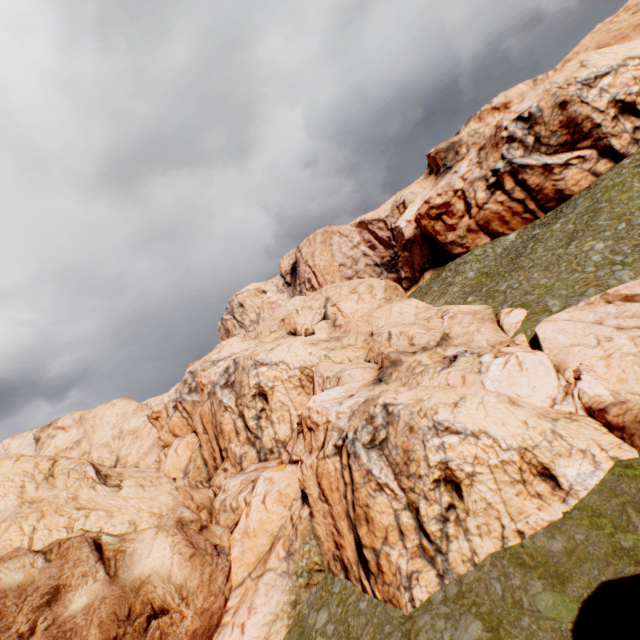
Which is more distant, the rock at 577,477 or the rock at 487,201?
the rock at 487,201

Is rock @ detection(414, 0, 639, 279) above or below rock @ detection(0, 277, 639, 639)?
above

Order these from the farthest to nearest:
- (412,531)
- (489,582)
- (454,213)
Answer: (454,213)
(412,531)
(489,582)

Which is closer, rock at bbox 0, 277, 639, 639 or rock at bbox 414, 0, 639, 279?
rock at bbox 0, 277, 639, 639

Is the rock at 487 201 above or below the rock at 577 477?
above
